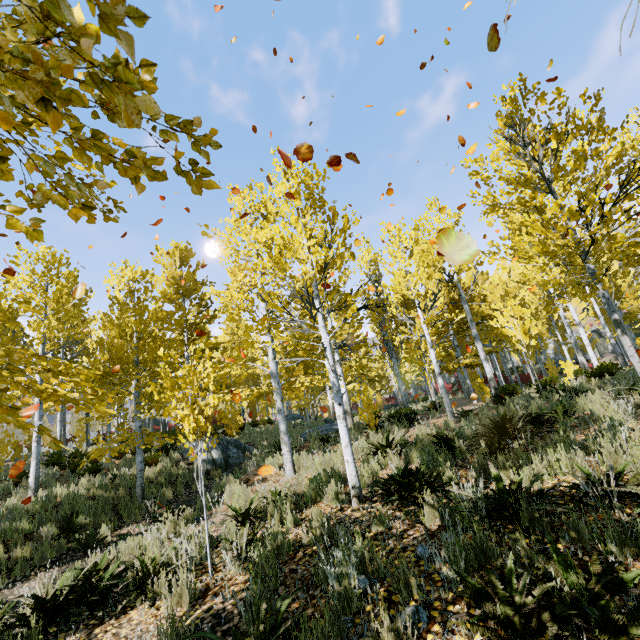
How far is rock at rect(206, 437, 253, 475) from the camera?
12.5m

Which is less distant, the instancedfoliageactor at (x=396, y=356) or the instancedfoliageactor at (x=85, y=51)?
the instancedfoliageactor at (x=85, y=51)

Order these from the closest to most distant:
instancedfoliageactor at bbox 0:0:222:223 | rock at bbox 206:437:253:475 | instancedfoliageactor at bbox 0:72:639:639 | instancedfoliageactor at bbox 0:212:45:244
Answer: instancedfoliageactor at bbox 0:0:222:223
instancedfoliageactor at bbox 0:212:45:244
instancedfoliageactor at bbox 0:72:639:639
rock at bbox 206:437:253:475

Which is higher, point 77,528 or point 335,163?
point 335,163

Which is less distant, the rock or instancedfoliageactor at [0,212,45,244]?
instancedfoliageactor at [0,212,45,244]

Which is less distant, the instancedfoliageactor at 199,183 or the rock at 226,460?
the instancedfoliageactor at 199,183

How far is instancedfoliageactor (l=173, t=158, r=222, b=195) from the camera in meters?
1.4 m
